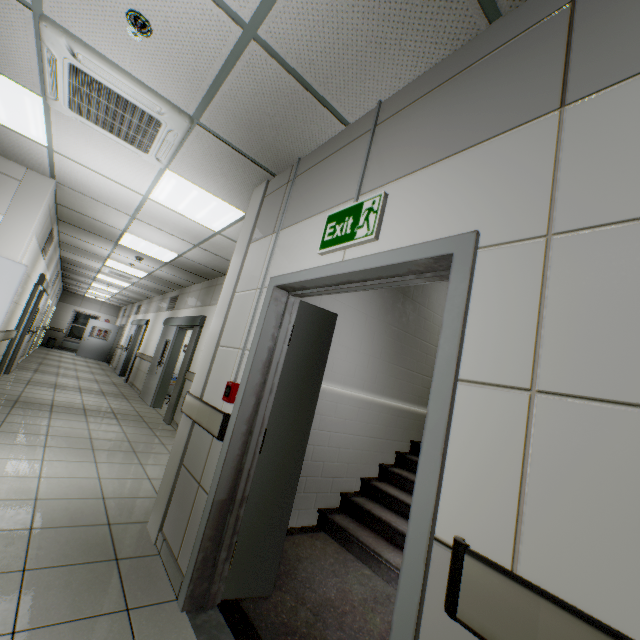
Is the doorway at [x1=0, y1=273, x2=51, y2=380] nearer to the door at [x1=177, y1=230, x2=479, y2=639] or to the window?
the door at [x1=177, y1=230, x2=479, y2=639]

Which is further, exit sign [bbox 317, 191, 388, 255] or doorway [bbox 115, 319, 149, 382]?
doorway [bbox 115, 319, 149, 382]

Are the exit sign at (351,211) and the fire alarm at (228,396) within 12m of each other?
yes

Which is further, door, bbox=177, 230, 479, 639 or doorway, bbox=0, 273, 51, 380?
doorway, bbox=0, 273, 51, 380

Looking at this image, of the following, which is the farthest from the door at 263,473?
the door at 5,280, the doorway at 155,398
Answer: the doorway at 155,398

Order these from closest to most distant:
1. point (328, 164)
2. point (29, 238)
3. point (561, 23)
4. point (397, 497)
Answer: point (561, 23) → point (328, 164) → point (397, 497) → point (29, 238)

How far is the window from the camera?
18.7 meters

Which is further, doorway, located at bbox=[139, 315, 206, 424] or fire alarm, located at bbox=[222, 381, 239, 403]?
doorway, located at bbox=[139, 315, 206, 424]
